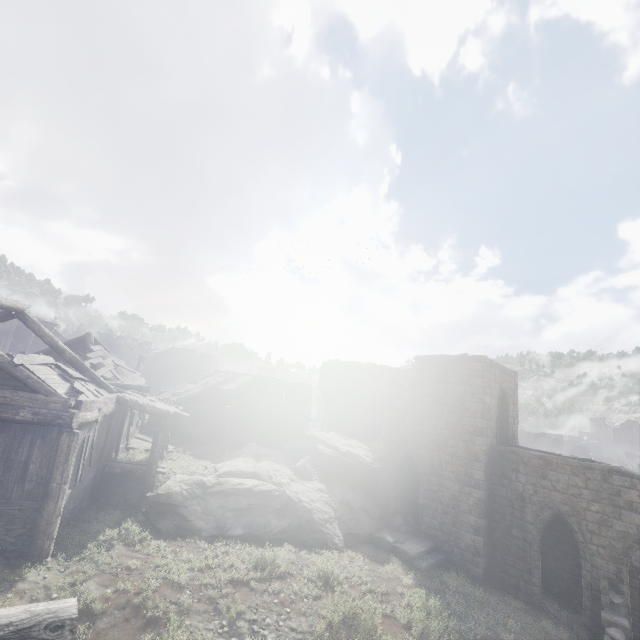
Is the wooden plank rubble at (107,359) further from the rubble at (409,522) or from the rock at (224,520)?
the rubble at (409,522)

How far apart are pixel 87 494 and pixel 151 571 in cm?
540

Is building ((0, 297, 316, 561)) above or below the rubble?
above

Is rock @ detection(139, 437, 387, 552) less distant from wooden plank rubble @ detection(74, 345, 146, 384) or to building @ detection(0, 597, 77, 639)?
building @ detection(0, 597, 77, 639)

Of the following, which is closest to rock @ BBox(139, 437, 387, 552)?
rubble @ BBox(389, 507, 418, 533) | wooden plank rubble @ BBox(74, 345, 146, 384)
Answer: rubble @ BBox(389, 507, 418, 533)

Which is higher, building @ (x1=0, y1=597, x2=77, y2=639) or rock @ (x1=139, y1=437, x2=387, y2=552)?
building @ (x1=0, y1=597, x2=77, y2=639)

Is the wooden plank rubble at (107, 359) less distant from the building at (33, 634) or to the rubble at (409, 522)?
the building at (33, 634)

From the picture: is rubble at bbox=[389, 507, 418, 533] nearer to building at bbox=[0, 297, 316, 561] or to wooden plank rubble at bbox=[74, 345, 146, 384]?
building at bbox=[0, 297, 316, 561]
